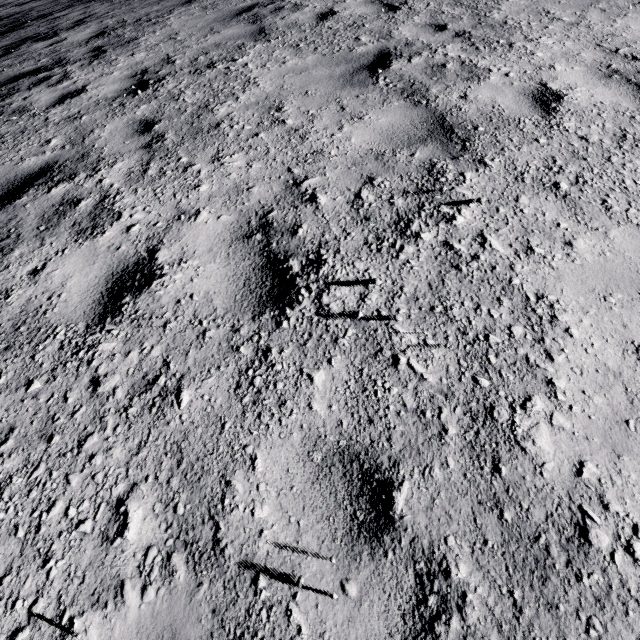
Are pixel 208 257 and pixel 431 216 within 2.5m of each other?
yes
